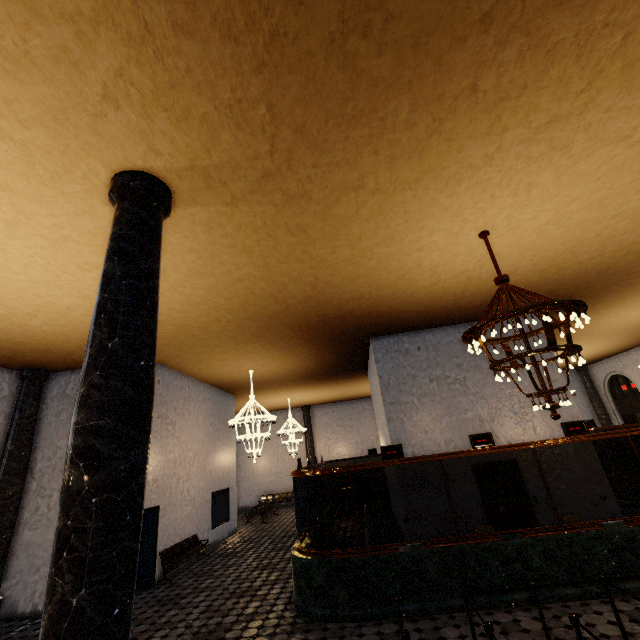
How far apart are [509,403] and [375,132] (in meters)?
9.81
